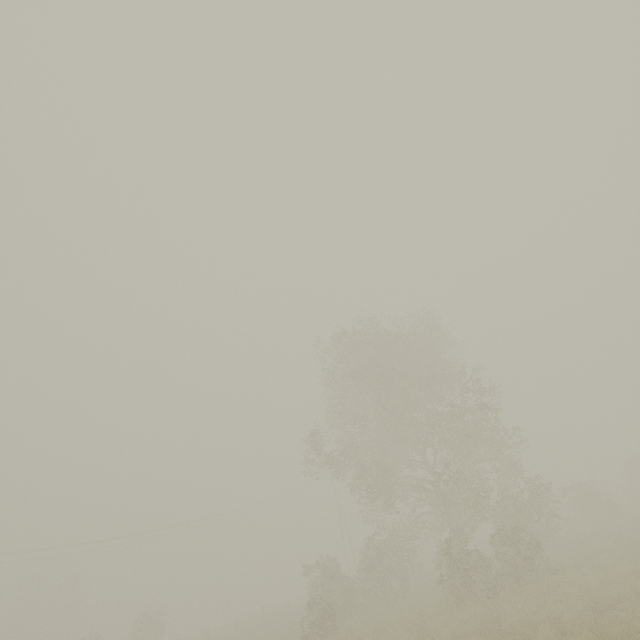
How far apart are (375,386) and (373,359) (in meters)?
3.85
